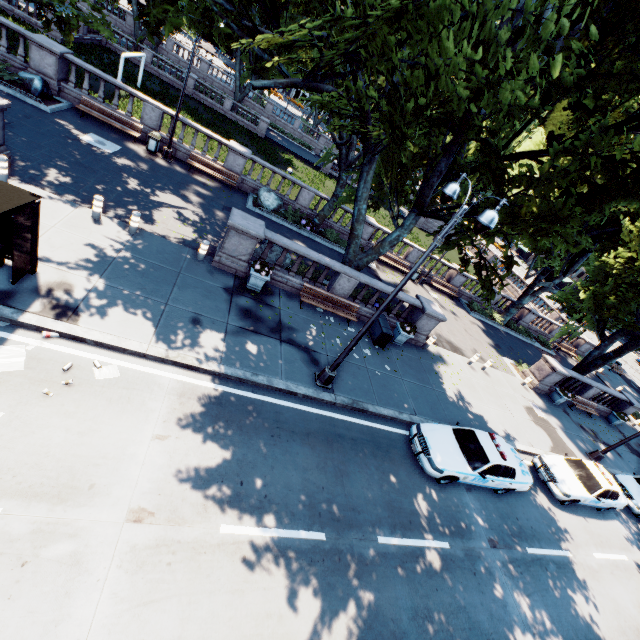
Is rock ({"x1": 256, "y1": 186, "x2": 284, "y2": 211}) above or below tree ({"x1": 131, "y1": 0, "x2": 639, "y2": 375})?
below

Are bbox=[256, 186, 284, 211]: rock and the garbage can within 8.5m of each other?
yes

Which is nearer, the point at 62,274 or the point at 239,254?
the point at 62,274

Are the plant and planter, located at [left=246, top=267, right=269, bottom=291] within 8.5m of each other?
yes

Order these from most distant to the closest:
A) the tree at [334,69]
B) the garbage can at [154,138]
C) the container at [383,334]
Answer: the garbage can at [154,138] → the container at [383,334] → the tree at [334,69]

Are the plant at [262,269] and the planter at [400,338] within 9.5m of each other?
yes

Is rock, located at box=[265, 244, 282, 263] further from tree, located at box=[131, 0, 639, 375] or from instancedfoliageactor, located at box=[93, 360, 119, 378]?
instancedfoliageactor, located at box=[93, 360, 119, 378]

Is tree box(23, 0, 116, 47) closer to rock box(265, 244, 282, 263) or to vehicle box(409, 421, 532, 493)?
rock box(265, 244, 282, 263)
